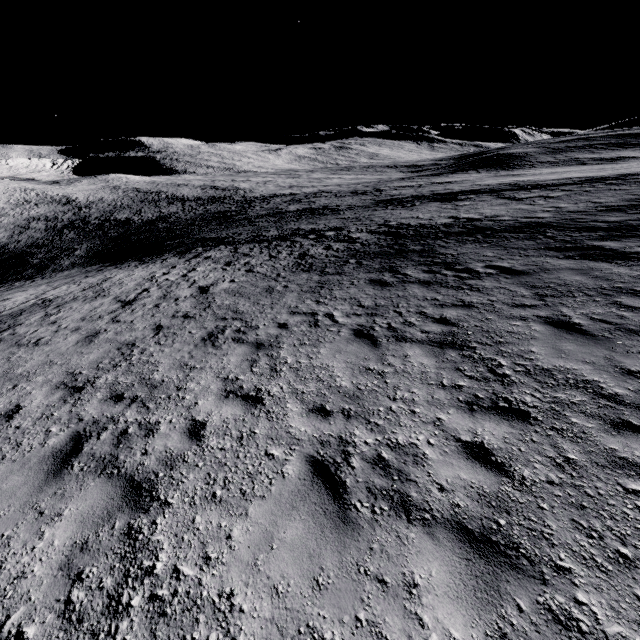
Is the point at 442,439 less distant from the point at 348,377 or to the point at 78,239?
the point at 348,377
